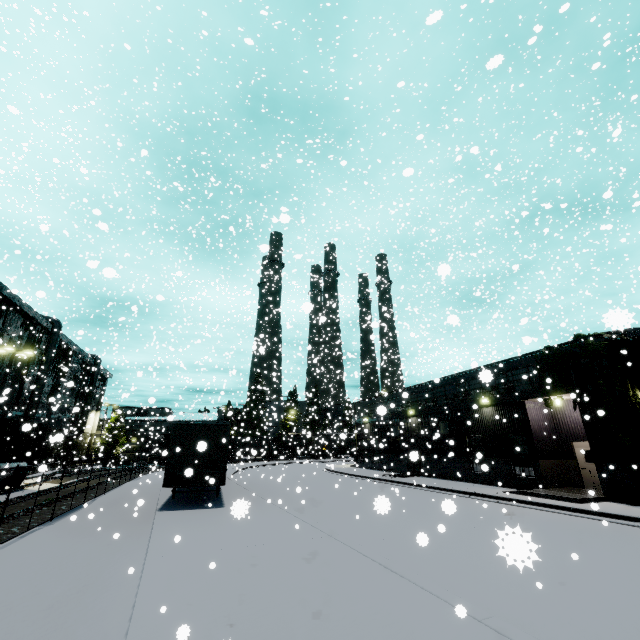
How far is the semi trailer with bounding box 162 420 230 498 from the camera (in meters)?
14.22

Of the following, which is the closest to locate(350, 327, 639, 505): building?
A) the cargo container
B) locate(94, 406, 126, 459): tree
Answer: locate(94, 406, 126, 459): tree

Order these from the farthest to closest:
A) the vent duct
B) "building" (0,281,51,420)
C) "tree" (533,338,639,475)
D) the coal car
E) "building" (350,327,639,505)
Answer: the coal car → the vent duct → "building" (0,281,51,420) → "building" (350,327,639,505) → "tree" (533,338,639,475)

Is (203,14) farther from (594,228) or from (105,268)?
(594,228)

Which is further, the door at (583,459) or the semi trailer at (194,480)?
the door at (583,459)

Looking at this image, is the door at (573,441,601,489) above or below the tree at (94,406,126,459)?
below

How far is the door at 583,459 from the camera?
17.84m

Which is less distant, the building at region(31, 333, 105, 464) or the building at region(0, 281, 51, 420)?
the building at region(0, 281, 51, 420)
